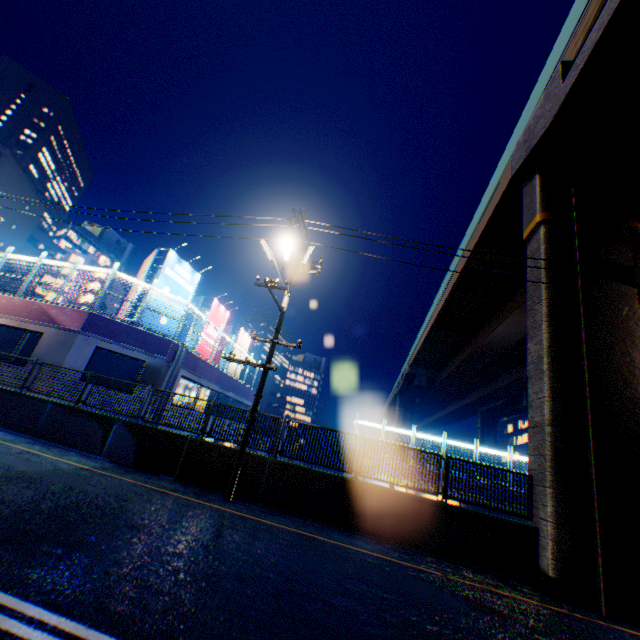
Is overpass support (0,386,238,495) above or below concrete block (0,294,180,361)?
below

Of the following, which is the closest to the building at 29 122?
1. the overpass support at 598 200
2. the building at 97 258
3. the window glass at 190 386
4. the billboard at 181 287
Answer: the building at 97 258

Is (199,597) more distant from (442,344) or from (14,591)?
(442,344)

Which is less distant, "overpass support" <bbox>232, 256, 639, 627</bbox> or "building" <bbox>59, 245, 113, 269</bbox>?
"overpass support" <bbox>232, 256, 639, 627</bbox>

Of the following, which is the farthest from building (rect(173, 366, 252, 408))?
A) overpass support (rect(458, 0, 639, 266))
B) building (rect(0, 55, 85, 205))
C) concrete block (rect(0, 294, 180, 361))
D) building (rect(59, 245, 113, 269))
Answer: building (rect(0, 55, 85, 205))

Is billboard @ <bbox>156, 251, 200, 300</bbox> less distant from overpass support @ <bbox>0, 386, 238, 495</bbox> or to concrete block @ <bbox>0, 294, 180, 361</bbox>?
concrete block @ <bbox>0, 294, 180, 361</bbox>

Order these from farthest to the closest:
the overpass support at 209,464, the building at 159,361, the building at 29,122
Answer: the building at 29,122 → the building at 159,361 → the overpass support at 209,464

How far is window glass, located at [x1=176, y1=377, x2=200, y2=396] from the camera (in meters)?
18.65
